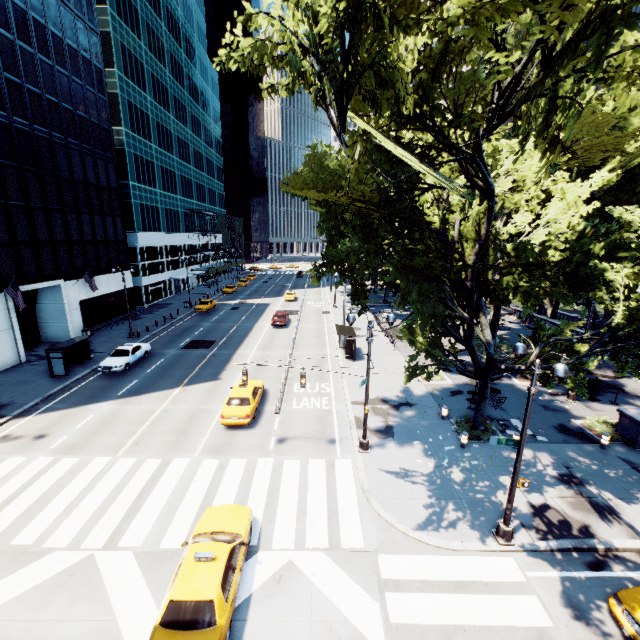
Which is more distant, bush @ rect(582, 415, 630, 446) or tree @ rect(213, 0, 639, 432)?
bush @ rect(582, 415, 630, 446)

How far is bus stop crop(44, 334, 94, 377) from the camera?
23.8m

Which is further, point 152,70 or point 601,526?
point 152,70

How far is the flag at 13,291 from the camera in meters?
24.3 m

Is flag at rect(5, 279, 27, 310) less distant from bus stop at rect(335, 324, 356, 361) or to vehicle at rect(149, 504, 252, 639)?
vehicle at rect(149, 504, 252, 639)

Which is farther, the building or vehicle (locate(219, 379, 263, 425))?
the building

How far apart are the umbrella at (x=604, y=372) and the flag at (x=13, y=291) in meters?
40.6

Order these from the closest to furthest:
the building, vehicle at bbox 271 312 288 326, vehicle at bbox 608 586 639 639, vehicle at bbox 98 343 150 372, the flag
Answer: vehicle at bbox 608 586 639 639 → the flag → vehicle at bbox 98 343 150 372 → the building → vehicle at bbox 271 312 288 326
